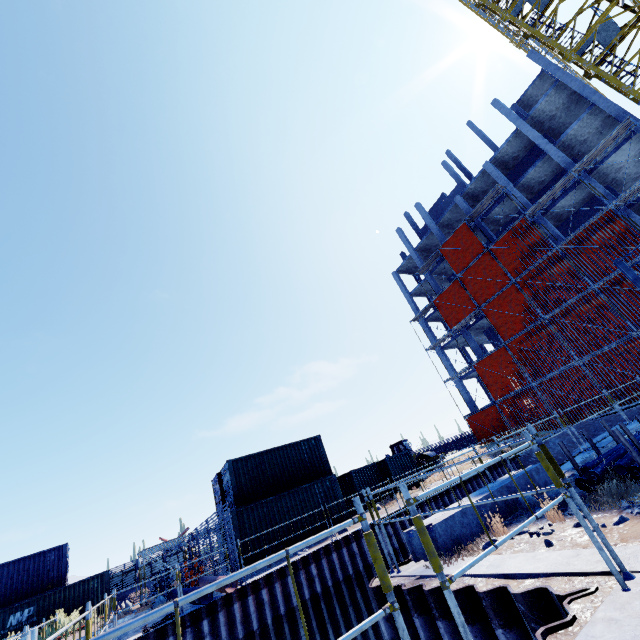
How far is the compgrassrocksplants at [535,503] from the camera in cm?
527

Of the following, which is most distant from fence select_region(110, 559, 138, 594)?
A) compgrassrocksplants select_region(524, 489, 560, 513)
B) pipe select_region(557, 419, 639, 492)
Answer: pipe select_region(557, 419, 639, 492)

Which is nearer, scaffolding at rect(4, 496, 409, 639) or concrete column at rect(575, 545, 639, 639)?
scaffolding at rect(4, 496, 409, 639)

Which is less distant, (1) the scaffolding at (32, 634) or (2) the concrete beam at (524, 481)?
(1) the scaffolding at (32, 634)

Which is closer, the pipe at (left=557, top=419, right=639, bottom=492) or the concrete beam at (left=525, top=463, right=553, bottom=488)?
the pipe at (left=557, top=419, right=639, bottom=492)

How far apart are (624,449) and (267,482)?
16.49m

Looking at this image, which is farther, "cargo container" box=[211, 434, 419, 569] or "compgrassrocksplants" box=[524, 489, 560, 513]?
"cargo container" box=[211, 434, 419, 569]

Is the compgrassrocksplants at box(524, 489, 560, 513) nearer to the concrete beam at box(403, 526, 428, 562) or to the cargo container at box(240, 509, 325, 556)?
the concrete beam at box(403, 526, 428, 562)
